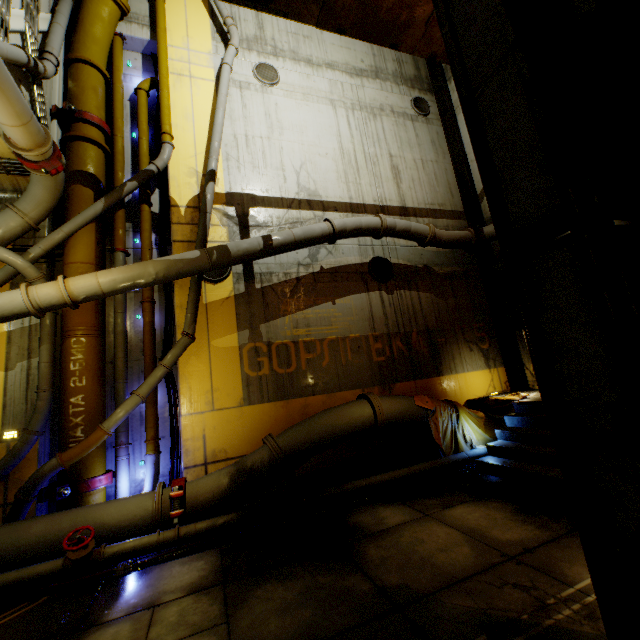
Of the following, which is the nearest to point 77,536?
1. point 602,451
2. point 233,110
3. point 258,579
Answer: point 258,579

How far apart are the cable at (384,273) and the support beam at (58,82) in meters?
8.2 m

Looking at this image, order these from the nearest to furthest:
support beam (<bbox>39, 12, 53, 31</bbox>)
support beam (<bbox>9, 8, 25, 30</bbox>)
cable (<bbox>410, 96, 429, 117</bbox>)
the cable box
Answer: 1. the cable box
2. support beam (<bbox>9, 8, 25, 30</bbox>)
3. support beam (<bbox>39, 12, 53, 31</bbox>)
4. cable (<bbox>410, 96, 429, 117</bbox>)

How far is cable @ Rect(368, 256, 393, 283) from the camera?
9.2m

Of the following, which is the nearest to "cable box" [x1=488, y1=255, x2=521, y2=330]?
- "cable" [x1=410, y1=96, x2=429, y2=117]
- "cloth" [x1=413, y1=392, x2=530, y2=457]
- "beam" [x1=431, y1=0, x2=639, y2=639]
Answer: "beam" [x1=431, y1=0, x2=639, y2=639]

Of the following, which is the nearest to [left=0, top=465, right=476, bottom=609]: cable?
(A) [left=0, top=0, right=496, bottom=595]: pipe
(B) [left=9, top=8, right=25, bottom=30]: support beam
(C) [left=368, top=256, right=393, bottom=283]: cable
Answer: (A) [left=0, top=0, right=496, bottom=595]: pipe

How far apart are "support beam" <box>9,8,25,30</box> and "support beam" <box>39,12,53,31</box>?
0.35m

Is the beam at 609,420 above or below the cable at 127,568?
above
